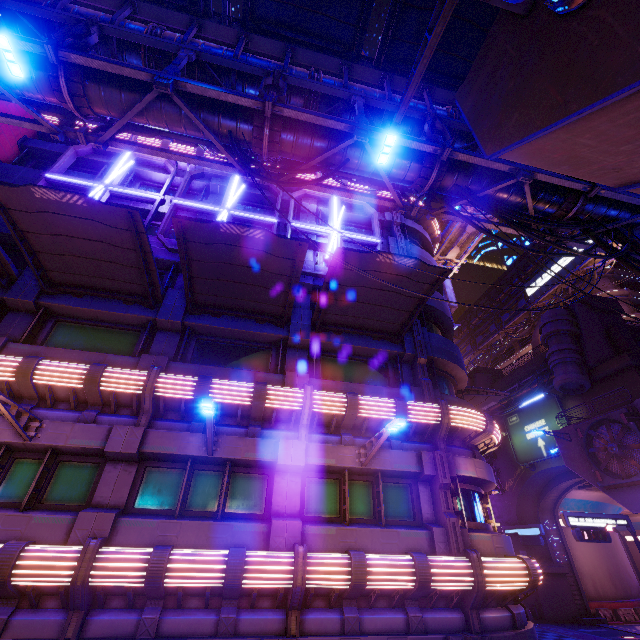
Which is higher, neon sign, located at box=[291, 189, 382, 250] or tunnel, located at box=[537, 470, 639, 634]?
neon sign, located at box=[291, 189, 382, 250]

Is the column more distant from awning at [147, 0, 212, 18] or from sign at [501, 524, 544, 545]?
awning at [147, 0, 212, 18]

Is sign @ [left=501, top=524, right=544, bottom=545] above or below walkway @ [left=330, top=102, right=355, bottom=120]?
below

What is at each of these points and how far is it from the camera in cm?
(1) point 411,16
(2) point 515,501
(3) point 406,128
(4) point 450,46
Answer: (1) awning, 1047
(2) wall arch, 3528
(3) walkway, 1111
(4) awning, 1104

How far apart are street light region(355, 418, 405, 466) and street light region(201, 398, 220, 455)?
4.5 meters

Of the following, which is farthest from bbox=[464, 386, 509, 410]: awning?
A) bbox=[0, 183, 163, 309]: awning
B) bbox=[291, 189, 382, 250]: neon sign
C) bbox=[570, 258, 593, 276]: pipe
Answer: bbox=[570, 258, 593, 276]: pipe

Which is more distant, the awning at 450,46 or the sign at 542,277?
the sign at 542,277

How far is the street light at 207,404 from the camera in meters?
7.6
